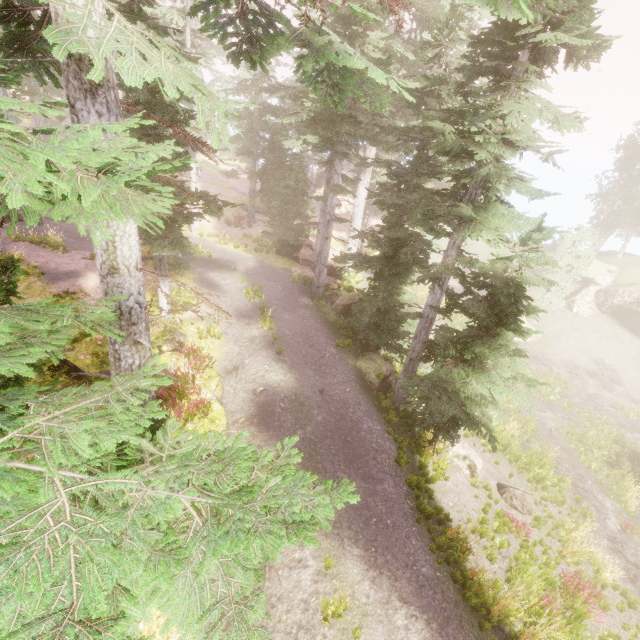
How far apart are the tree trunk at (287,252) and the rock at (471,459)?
14.93m

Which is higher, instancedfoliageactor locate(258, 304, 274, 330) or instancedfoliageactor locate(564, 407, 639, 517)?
instancedfoliageactor locate(258, 304, 274, 330)

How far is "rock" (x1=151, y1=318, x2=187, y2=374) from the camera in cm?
1080

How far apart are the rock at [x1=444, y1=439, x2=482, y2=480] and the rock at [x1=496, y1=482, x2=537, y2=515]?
0.8 meters

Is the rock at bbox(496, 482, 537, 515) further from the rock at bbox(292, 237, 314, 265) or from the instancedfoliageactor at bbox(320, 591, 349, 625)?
the rock at bbox(292, 237, 314, 265)

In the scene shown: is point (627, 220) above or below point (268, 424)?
above

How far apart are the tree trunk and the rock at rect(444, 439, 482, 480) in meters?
14.9

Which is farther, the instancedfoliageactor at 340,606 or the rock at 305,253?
the rock at 305,253
